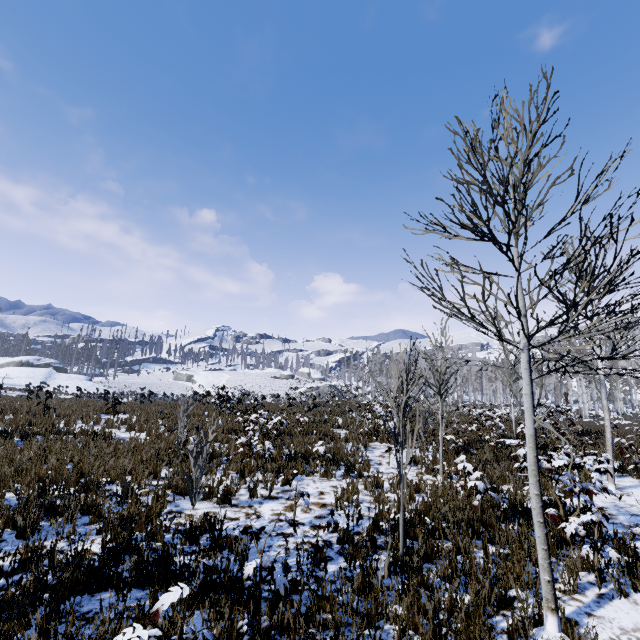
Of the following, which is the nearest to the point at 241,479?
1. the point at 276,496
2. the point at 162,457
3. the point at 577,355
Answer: the point at 276,496
